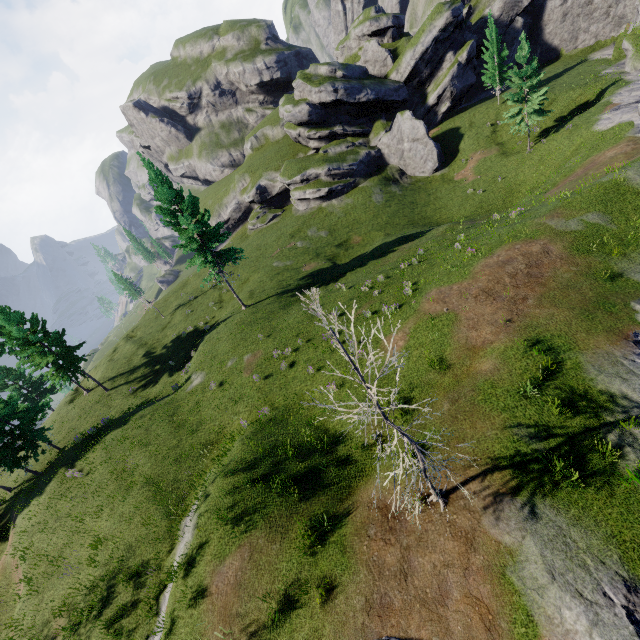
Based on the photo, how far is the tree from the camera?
39.7 meters

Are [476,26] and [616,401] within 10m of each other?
no

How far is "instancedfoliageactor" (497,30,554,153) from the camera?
31.5m

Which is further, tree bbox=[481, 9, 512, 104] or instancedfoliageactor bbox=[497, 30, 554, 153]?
tree bbox=[481, 9, 512, 104]

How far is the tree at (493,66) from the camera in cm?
3969

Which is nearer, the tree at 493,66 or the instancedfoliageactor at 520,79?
the instancedfoliageactor at 520,79
